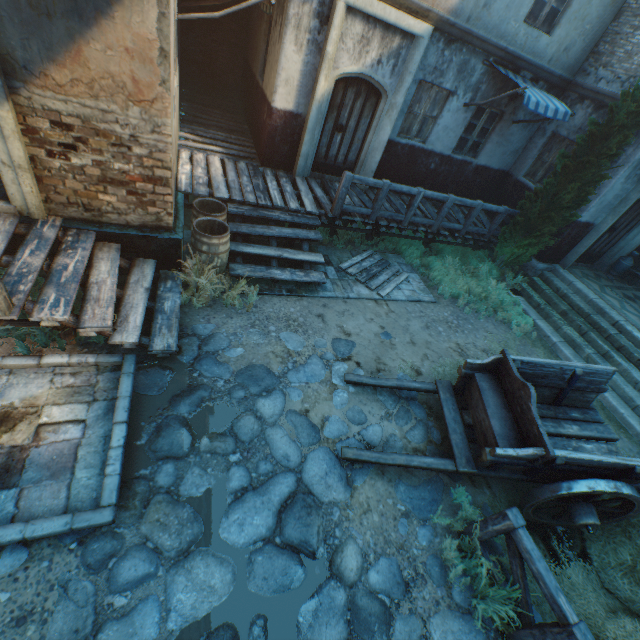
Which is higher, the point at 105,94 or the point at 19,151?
the point at 105,94

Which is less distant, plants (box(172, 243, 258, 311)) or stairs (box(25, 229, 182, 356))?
stairs (box(25, 229, 182, 356))

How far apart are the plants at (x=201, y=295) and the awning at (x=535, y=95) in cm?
728

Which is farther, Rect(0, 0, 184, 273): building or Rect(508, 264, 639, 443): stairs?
Rect(508, 264, 639, 443): stairs

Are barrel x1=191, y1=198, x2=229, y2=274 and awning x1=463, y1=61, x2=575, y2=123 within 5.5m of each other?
no

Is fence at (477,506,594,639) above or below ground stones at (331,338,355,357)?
above

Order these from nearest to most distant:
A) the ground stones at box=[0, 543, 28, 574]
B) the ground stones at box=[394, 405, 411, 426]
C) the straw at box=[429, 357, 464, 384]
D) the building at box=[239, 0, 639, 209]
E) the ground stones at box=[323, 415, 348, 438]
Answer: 1. the ground stones at box=[0, 543, 28, 574]
2. the ground stones at box=[323, 415, 348, 438]
3. the ground stones at box=[394, 405, 411, 426]
4. the straw at box=[429, 357, 464, 384]
5. the building at box=[239, 0, 639, 209]

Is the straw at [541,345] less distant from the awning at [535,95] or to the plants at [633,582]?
the plants at [633,582]
